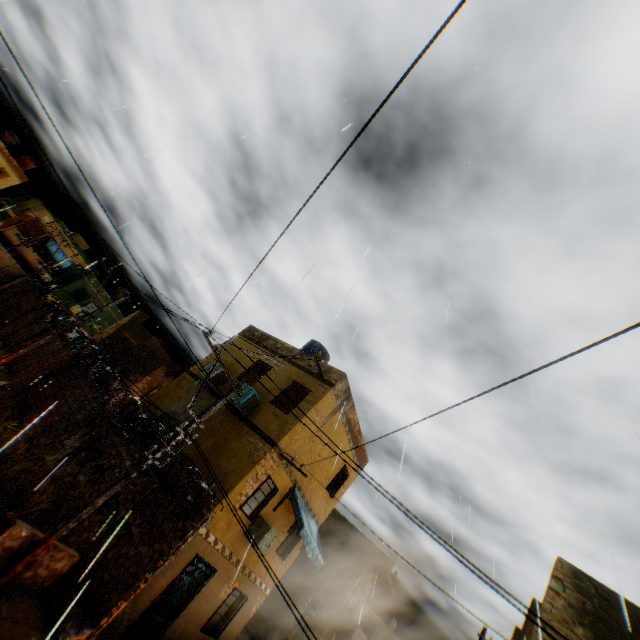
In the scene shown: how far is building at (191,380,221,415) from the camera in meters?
13.5 m

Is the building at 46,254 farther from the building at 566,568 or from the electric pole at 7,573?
Answer: the electric pole at 7,573

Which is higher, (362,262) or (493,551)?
(493,551)

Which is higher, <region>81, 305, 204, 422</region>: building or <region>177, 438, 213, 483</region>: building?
<region>81, 305, 204, 422</region>: building

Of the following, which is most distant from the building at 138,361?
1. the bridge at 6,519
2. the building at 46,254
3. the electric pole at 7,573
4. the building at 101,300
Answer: the building at 46,254

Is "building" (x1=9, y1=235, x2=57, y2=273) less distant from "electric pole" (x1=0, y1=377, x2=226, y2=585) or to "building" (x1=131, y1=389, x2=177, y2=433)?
"building" (x1=131, y1=389, x2=177, y2=433)

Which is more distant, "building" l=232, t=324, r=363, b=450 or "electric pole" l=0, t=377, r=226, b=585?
"building" l=232, t=324, r=363, b=450
